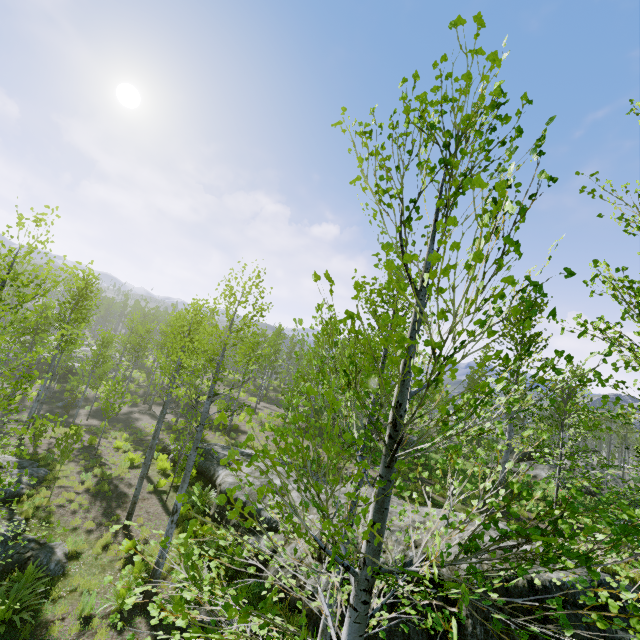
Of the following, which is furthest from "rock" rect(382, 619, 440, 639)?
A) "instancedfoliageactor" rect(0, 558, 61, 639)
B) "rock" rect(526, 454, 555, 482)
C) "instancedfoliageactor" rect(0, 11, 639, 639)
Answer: "rock" rect(526, 454, 555, 482)

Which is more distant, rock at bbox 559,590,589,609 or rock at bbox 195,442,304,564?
rock at bbox 195,442,304,564

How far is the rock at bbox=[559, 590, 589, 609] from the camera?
6.6 meters

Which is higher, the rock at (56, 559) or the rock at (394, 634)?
the rock at (394, 634)

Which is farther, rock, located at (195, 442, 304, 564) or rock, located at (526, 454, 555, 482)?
rock, located at (526, 454, 555, 482)

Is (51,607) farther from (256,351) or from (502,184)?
(256,351)

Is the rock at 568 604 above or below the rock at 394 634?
above

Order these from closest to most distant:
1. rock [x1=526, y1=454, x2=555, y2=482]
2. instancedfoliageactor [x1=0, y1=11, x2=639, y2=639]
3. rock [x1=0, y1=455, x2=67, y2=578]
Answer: instancedfoliageactor [x1=0, y1=11, x2=639, y2=639] < rock [x1=0, y1=455, x2=67, y2=578] < rock [x1=526, y1=454, x2=555, y2=482]
